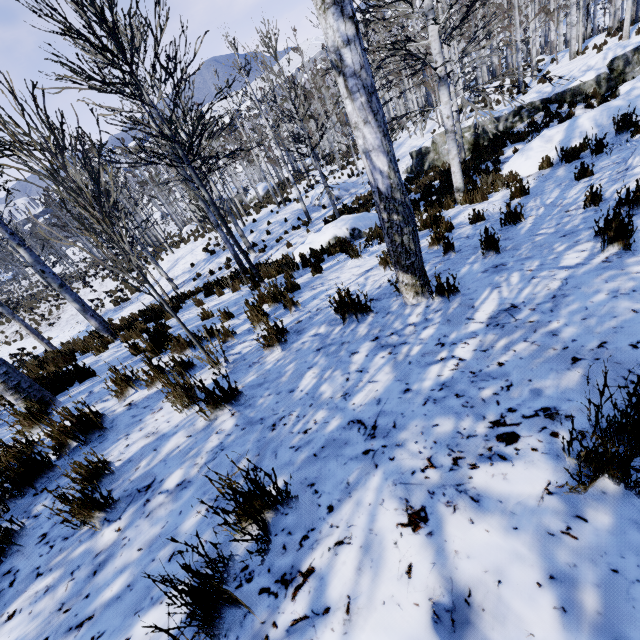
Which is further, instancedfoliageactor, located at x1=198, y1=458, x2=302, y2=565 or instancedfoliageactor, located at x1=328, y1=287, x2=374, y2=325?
instancedfoliageactor, located at x1=328, y1=287, x2=374, y2=325

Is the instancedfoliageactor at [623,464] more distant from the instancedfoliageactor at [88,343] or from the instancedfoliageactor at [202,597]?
the instancedfoliageactor at [88,343]

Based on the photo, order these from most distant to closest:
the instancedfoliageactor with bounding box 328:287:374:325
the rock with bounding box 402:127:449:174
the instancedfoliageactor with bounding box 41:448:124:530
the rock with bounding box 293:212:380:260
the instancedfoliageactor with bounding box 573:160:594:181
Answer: the rock with bounding box 402:127:449:174, the rock with bounding box 293:212:380:260, the instancedfoliageactor with bounding box 573:160:594:181, the instancedfoliageactor with bounding box 328:287:374:325, the instancedfoliageactor with bounding box 41:448:124:530

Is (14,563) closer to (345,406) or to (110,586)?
(110,586)

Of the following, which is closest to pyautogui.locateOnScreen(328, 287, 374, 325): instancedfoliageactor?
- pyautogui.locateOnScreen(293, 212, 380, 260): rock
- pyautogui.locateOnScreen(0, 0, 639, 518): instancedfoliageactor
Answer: pyautogui.locateOnScreen(293, 212, 380, 260): rock

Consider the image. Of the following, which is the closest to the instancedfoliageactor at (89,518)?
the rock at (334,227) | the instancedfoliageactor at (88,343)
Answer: the rock at (334,227)
